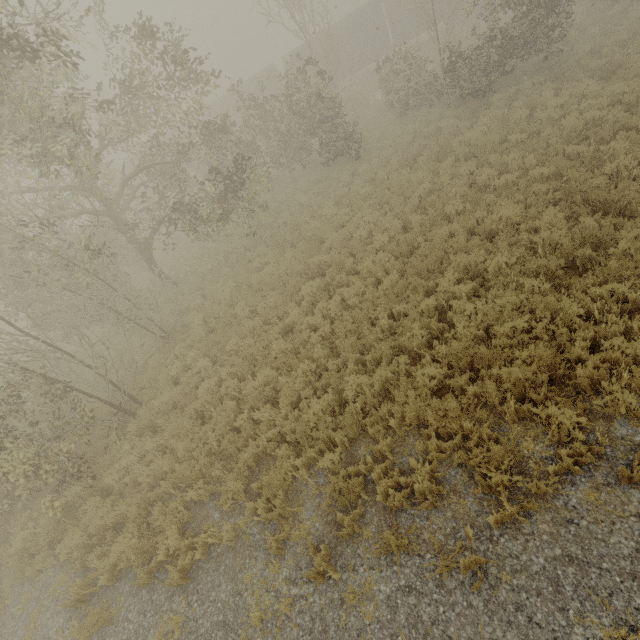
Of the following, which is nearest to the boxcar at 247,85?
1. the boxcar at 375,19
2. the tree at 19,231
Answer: the boxcar at 375,19

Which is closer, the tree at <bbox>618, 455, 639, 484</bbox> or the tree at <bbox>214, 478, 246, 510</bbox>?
the tree at <bbox>618, 455, 639, 484</bbox>

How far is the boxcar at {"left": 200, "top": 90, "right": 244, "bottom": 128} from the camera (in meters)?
30.16

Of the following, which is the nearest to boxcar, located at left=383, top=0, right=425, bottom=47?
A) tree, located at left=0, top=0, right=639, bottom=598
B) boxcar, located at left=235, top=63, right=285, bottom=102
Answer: boxcar, located at left=235, top=63, right=285, bottom=102

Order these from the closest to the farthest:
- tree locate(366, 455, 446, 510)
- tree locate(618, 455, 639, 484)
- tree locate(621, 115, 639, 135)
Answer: tree locate(618, 455, 639, 484) → tree locate(366, 455, 446, 510) → tree locate(621, 115, 639, 135)

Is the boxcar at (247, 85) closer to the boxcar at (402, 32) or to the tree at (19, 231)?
the boxcar at (402, 32)

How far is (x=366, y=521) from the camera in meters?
5.1
